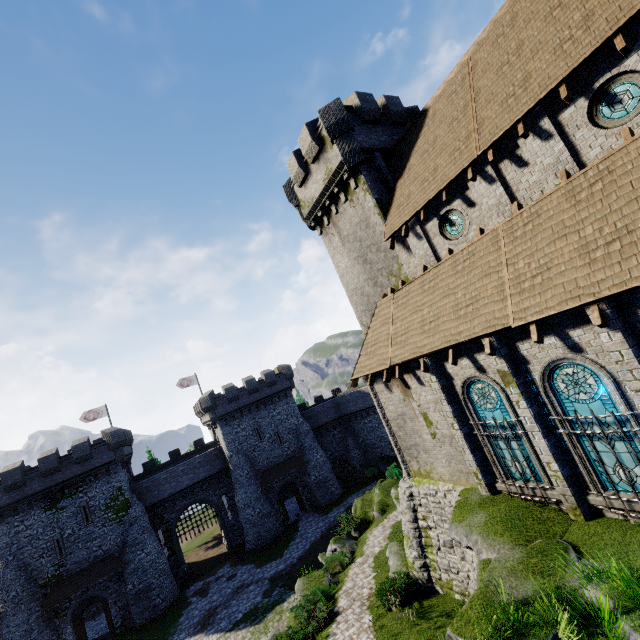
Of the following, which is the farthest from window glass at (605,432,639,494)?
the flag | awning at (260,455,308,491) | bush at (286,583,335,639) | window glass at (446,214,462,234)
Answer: the flag

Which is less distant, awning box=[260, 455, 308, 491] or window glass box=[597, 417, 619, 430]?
window glass box=[597, 417, 619, 430]

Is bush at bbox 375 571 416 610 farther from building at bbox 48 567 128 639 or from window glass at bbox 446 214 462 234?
building at bbox 48 567 128 639

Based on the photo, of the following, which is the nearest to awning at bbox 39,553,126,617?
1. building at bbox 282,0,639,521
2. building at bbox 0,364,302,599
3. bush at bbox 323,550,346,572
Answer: building at bbox 0,364,302,599

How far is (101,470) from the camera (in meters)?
31.44

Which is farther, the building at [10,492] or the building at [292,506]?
the building at [292,506]

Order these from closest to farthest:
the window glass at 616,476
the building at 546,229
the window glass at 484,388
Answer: the building at 546,229 → the window glass at 616,476 → the window glass at 484,388

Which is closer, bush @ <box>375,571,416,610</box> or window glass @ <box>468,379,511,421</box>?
window glass @ <box>468,379,511,421</box>
